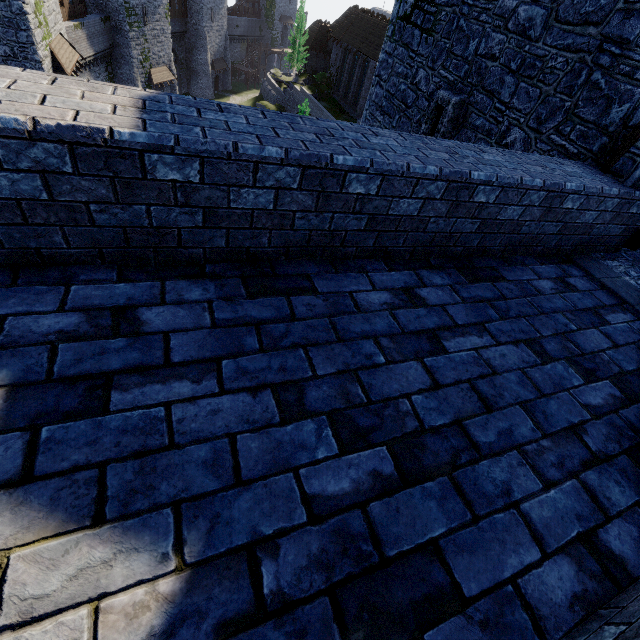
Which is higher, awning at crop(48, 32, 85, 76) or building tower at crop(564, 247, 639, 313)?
building tower at crop(564, 247, 639, 313)

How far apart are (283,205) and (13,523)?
2.5 meters

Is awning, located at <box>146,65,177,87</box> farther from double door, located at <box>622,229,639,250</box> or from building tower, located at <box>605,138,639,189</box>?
double door, located at <box>622,229,639,250</box>

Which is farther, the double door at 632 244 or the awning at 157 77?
the awning at 157 77

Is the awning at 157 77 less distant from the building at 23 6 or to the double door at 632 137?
the building at 23 6

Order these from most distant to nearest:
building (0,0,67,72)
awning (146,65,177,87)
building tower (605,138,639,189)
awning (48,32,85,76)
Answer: awning (146,65,177,87)
awning (48,32,85,76)
building (0,0,67,72)
building tower (605,138,639,189)

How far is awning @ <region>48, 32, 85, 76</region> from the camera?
20.8 meters

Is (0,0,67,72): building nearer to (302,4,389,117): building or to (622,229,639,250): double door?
(622,229,639,250): double door
